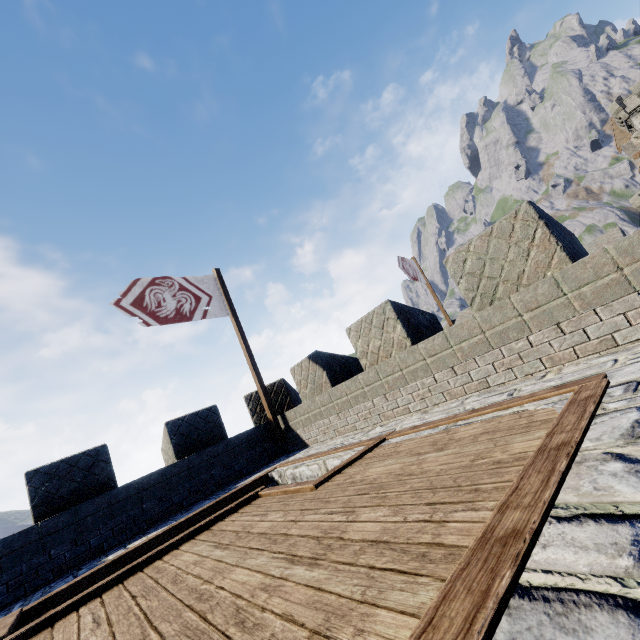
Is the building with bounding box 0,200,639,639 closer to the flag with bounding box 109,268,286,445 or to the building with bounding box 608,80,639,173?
the flag with bounding box 109,268,286,445

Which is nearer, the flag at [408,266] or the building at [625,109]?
the flag at [408,266]

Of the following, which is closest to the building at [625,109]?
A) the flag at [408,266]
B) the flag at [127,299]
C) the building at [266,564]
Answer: the building at [266,564]

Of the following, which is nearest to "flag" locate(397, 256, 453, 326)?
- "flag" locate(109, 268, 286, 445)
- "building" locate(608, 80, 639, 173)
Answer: "flag" locate(109, 268, 286, 445)

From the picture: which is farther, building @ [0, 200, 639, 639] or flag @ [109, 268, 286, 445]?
flag @ [109, 268, 286, 445]

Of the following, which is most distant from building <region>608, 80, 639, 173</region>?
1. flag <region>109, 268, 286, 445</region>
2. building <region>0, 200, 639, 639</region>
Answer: flag <region>109, 268, 286, 445</region>

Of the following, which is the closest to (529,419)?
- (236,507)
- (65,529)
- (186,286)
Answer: (236,507)

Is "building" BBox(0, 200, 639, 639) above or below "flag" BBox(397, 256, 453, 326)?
below
